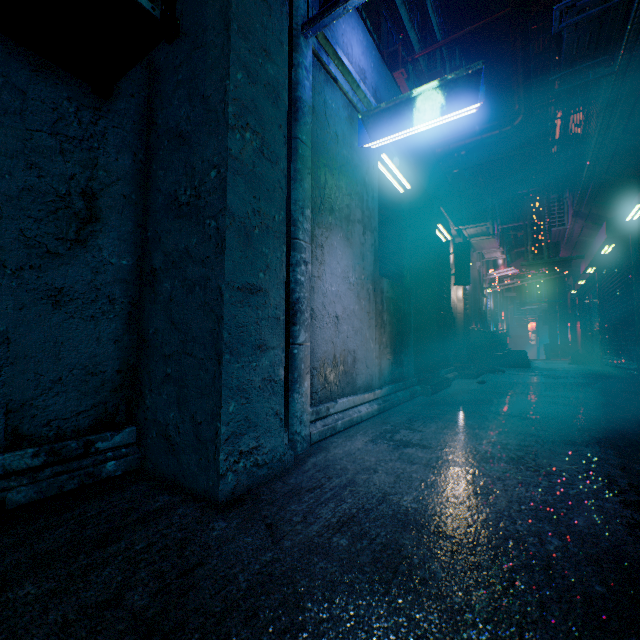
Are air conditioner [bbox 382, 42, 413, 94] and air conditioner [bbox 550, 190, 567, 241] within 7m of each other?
yes

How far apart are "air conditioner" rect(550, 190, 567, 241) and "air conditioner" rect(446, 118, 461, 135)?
6.9 meters

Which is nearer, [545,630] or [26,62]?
[545,630]

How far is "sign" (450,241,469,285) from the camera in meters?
6.0 m

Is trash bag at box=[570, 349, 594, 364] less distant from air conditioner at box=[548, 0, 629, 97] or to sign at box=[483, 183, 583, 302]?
sign at box=[483, 183, 583, 302]

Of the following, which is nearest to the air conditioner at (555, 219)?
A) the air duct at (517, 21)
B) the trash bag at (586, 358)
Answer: → the air duct at (517, 21)

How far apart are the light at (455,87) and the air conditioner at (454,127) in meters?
13.4

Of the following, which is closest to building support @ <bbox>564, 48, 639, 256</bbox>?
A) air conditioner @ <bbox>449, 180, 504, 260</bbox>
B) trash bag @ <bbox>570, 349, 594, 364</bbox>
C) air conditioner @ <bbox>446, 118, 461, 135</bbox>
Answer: air conditioner @ <bbox>449, 180, 504, 260</bbox>
